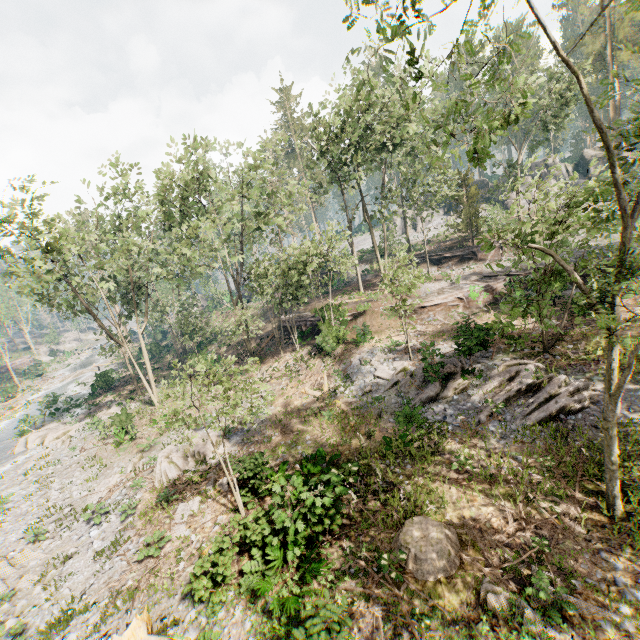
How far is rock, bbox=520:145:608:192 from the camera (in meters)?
45.59

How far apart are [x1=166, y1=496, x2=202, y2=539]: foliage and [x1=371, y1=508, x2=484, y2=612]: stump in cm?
749

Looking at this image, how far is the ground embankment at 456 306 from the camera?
24.9m

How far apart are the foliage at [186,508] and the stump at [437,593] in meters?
7.5 m

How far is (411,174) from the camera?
29.9 meters

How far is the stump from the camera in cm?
848

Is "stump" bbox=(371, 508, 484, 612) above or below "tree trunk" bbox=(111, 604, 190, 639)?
below

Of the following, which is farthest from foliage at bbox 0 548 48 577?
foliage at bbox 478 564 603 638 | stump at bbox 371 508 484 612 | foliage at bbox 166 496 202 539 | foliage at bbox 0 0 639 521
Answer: foliage at bbox 478 564 603 638
